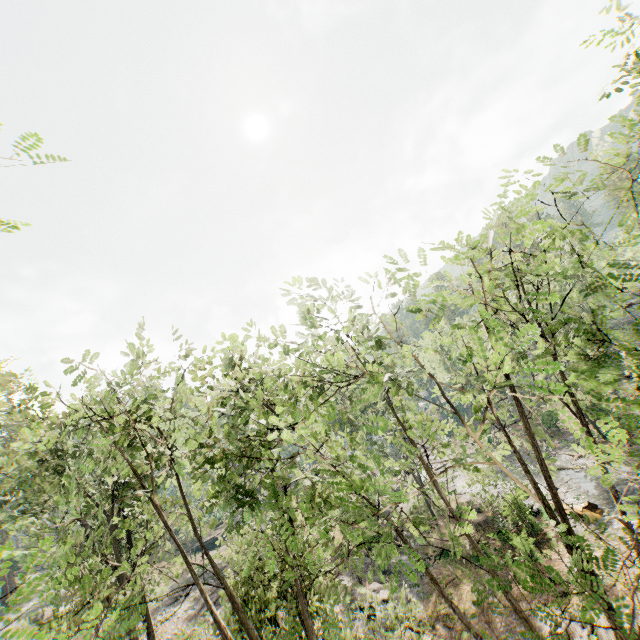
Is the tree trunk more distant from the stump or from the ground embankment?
the ground embankment

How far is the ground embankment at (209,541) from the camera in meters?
49.1

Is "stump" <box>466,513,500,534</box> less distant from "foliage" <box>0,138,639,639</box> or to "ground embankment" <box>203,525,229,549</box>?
"foliage" <box>0,138,639,639</box>

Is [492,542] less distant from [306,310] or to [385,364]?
[385,364]

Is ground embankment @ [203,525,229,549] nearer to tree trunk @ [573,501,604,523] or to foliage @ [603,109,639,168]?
foliage @ [603,109,639,168]

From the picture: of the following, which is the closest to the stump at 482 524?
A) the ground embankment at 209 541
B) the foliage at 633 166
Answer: the foliage at 633 166

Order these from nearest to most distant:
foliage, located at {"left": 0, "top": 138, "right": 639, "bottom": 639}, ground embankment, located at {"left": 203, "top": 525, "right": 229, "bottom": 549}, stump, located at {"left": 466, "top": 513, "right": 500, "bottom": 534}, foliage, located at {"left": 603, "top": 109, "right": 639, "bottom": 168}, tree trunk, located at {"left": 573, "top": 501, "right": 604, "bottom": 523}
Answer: foliage, located at {"left": 603, "top": 109, "right": 639, "bottom": 168} → foliage, located at {"left": 0, "top": 138, "right": 639, "bottom": 639} → tree trunk, located at {"left": 573, "top": 501, "right": 604, "bottom": 523} → stump, located at {"left": 466, "top": 513, "right": 500, "bottom": 534} → ground embankment, located at {"left": 203, "top": 525, "right": 229, "bottom": 549}

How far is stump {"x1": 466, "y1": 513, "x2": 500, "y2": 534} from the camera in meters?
26.2 m
